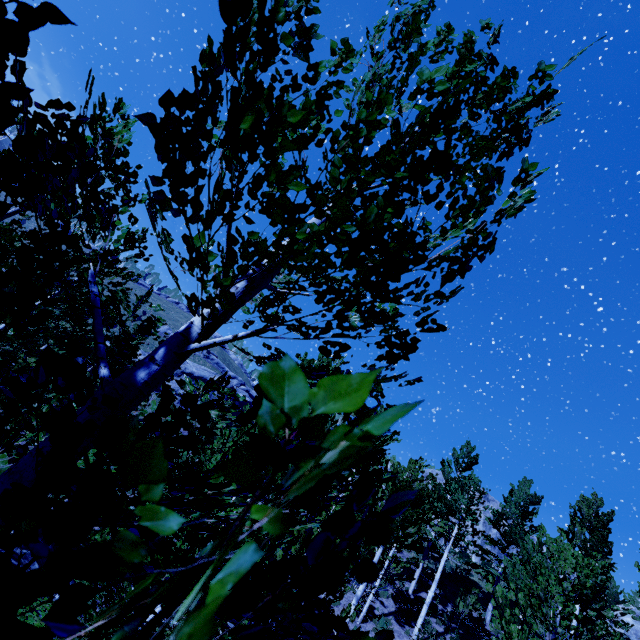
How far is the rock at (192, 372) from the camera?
42.6m

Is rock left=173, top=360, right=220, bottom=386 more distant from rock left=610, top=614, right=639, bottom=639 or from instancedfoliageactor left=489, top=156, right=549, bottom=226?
rock left=610, top=614, right=639, bottom=639

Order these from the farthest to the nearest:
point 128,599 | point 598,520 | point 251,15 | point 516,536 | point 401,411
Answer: point 598,520
point 516,536
point 128,599
point 251,15
point 401,411

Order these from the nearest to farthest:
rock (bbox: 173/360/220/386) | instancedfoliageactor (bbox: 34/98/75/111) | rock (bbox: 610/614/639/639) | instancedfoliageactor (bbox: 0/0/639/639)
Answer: instancedfoliageactor (bbox: 0/0/639/639), instancedfoliageactor (bbox: 34/98/75/111), rock (bbox: 610/614/639/639), rock (bbox: 173/360/220/386)

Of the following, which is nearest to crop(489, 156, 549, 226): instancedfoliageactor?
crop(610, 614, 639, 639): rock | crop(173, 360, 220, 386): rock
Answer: crop(610, 614, 639, 639): rock

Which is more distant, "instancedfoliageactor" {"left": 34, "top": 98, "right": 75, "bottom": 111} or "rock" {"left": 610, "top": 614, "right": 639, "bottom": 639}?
"rock" {"left": 610, "top": 614, "right": 639, "bottom": 639}

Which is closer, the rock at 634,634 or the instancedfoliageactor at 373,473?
the instancedfoliageactor at 373,473

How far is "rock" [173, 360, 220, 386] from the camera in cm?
4262
